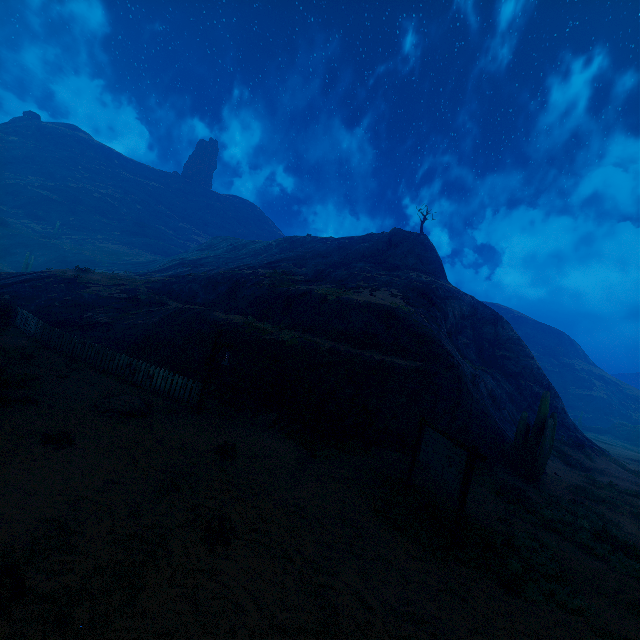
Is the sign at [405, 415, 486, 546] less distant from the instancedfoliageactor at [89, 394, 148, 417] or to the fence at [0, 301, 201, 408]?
the fence at [0, 301, 201, 408]

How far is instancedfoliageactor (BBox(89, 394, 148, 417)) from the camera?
Result: 9.6 meters

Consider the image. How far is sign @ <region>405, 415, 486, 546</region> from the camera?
7.4 meters

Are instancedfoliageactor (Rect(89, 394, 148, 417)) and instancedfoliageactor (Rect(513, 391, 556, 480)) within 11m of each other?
no

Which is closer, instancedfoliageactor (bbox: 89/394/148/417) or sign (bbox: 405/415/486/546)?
Answer: sign (bbox: 405/415/486/546)

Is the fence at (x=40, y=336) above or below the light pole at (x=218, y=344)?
below

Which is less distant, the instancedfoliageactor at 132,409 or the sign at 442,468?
the sign at 442,468

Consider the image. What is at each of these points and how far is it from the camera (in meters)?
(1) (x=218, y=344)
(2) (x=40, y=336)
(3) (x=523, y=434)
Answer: (1) light pole, 11.76
(2) fence, 15.96
(3) instancedfoliageactor, 14.81
